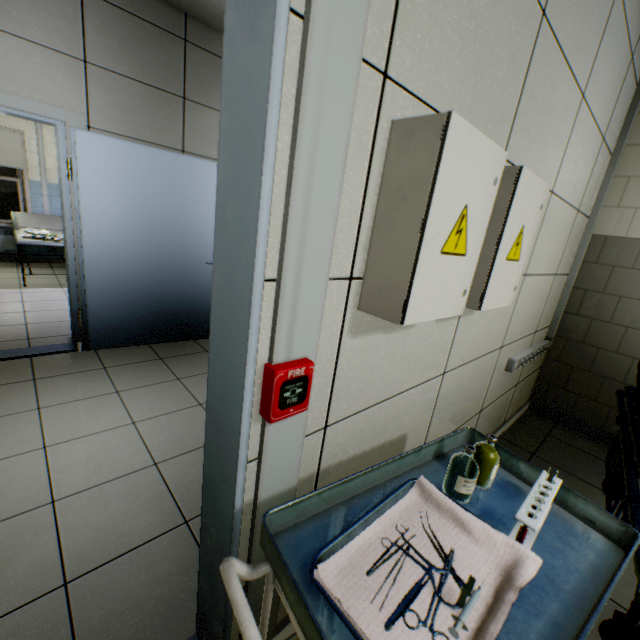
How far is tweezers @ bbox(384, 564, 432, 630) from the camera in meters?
0.6 m

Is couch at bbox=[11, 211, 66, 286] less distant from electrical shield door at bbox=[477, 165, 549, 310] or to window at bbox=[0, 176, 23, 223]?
window at bbox=[0, 176, 23, 223]

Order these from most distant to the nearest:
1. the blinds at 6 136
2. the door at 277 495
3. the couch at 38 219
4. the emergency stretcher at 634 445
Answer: the blinds at 6 136 < the couch at 38 219 < the emergency stretcher at 634 445 < the door at 277 495

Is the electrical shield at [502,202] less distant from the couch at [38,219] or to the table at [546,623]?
the table at [546,623]

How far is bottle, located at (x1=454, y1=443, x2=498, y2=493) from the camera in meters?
1.0

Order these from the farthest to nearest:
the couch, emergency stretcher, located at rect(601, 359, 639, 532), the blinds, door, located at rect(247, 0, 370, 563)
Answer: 1. the blinds
2. the couch
3. emergency stretcher, located at rect(601, 359, 639, 532)
4. door, located at rect(247, 0, 370, 563)

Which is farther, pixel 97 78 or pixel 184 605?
pixel 97 78

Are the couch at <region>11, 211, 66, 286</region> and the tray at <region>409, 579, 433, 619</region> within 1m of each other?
no
